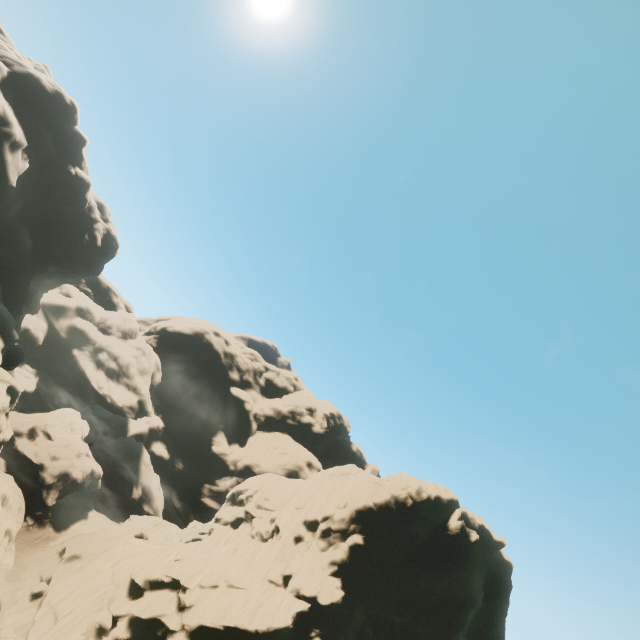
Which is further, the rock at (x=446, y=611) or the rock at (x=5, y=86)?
the rock at (x=5, y=86)

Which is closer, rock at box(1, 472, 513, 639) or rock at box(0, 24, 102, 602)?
rock at box(1, 472, 513, 639)

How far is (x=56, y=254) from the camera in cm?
5100
